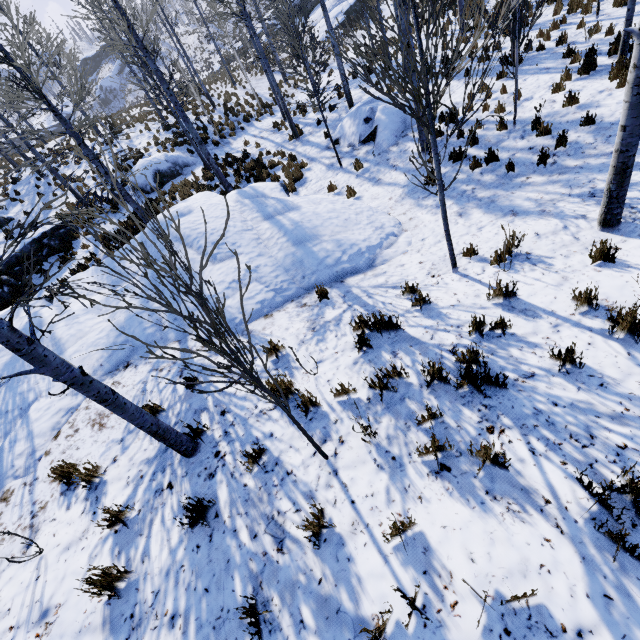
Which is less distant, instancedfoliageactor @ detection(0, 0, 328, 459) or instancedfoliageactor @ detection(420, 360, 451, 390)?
instancedfoliageactor @ detection(0, 0, 328, 459)

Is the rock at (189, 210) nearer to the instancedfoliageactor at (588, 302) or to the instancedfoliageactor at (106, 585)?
the instancedfoliageactor at (588, 302)

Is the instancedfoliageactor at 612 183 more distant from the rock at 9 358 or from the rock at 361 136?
the rock at 361 136

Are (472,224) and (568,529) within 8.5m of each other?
yes

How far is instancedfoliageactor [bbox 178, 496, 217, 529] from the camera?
3.1 meters

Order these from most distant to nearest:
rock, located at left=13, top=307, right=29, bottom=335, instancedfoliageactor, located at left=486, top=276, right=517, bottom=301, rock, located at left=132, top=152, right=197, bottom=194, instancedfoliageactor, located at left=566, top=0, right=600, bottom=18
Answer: rock, located at left=132, top=152, right=197, bottom=194, instancedfoliageactor, located at left=566, top=0, right=600, bottom=18, rock, located at left=13, top=307, right=29, bottom=335, instancedfoliageactor, located at left=486, top=276, right=517, bottom=301

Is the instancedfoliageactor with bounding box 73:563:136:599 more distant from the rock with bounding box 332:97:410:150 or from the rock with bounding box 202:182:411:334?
the rock with bounding box 332:97:410:150

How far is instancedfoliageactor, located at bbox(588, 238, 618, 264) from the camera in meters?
4.4
